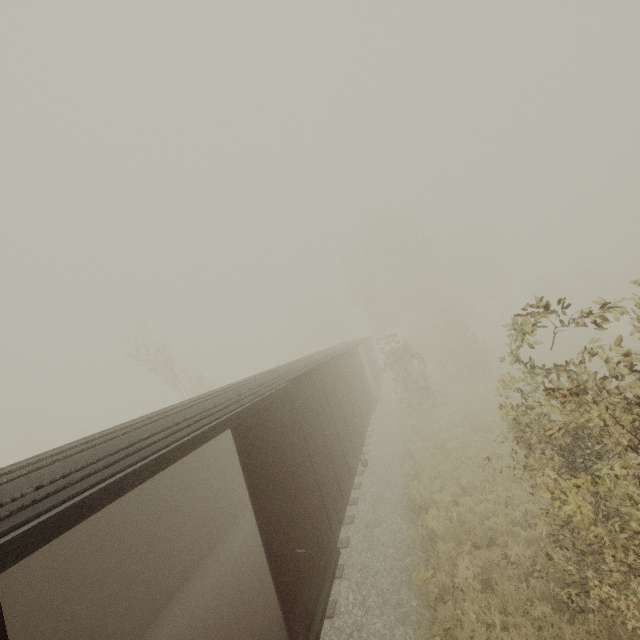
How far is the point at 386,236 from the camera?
38.50m
